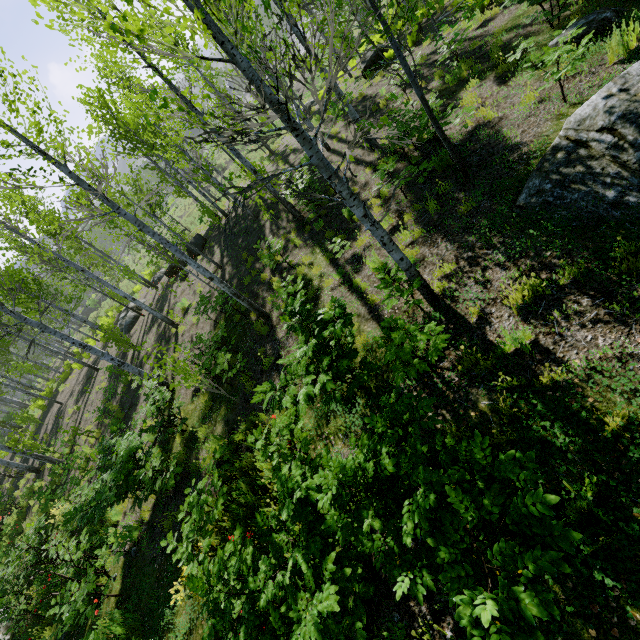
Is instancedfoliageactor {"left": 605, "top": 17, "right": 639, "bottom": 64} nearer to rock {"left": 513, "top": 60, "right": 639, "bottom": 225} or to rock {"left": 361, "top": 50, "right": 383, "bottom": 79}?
rock {"left": 513, "top": 60, "right": 639, "bottom": 225}

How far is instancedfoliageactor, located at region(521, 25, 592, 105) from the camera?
5.2m

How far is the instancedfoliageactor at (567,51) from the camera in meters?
5.2 m

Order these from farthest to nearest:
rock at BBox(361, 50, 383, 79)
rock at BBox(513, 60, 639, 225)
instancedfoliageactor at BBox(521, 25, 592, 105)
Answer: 1. rock at BBox(361, 50, 383, 79)
2. instancedfoliageactor at BBox(521, 25, 592, 105)
3. rock at BBox(513, 60, 639, 225)

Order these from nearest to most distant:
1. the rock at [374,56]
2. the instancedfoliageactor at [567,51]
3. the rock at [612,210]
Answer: the rock at [612,210], the instancedfoliageactor at [567,51], the rock at [374,56]

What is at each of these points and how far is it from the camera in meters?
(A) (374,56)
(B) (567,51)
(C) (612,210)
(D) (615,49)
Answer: (A) rock, 14.5
(B) instancedfoliageactor, 5.2
(C) rock, 4.2
(D) instancedfoliageactor, 5.6

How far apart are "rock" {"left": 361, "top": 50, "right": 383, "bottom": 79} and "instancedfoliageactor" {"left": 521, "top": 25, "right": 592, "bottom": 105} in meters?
11.1 m

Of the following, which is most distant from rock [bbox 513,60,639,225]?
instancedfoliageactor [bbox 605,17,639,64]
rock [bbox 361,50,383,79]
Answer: rock [bbox 361,50,383,79]
